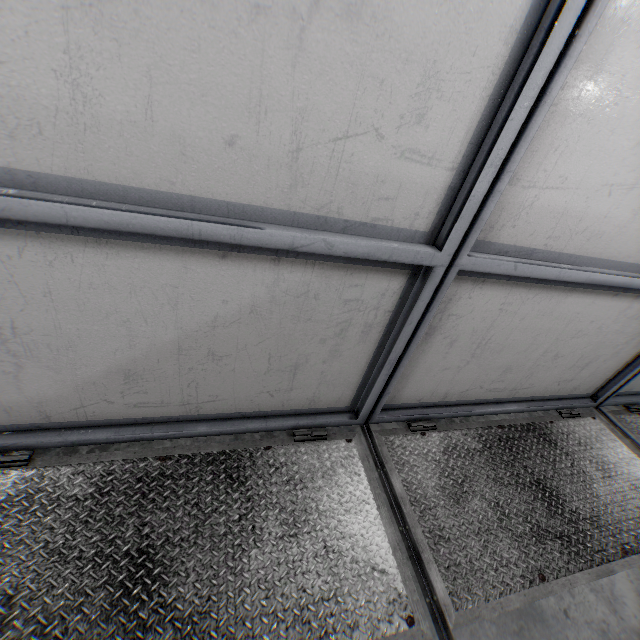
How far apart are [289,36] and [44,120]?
0.6m
